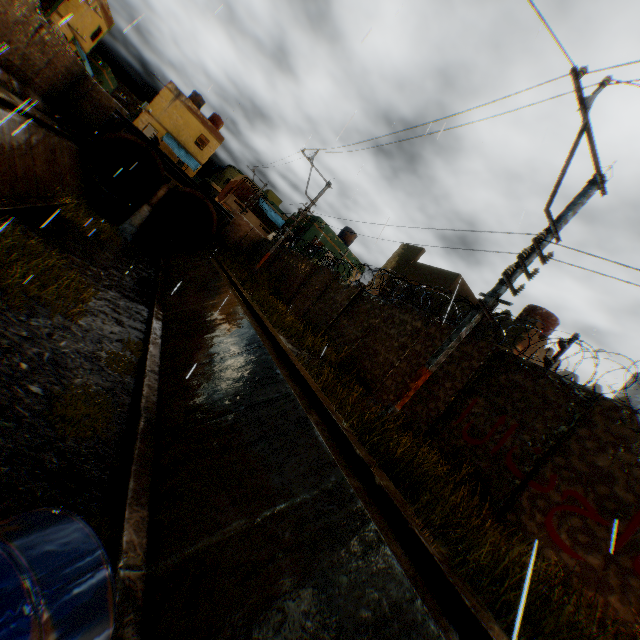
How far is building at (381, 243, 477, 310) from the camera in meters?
16.3

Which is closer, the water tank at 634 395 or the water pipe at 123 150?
the water tank at 634 395

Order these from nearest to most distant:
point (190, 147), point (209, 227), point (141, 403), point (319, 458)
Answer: point (319, 458), point (141, 403), point (209, 227), point (190, 147)

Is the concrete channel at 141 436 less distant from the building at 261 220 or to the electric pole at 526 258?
the electric pole at 526 258

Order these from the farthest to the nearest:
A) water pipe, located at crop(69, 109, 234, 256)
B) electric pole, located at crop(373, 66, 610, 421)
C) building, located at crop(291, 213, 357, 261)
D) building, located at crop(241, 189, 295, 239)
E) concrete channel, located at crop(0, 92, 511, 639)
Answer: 1. building, located at crop(241, 189, 295, 239)
2. building, located at crop(291, 213, 357, 261)
3. water pipe, located at crop(69, 109, 234, 256)
4. electric pole, located at crop(373, 66, 610, 421)
5. concrete channel, located at crop(0, 92, 511, 639)

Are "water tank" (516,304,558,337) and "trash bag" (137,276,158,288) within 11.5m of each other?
no

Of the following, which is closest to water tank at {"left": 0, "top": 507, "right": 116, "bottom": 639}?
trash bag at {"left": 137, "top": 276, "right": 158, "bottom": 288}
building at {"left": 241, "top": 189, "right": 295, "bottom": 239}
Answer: trash bag at {"left": 137, "top": 276, "right": 158, "bottom": 288}

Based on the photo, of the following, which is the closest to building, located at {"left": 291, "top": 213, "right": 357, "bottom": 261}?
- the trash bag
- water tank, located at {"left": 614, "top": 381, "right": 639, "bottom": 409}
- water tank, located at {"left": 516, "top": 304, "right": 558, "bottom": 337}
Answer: the trash bag
